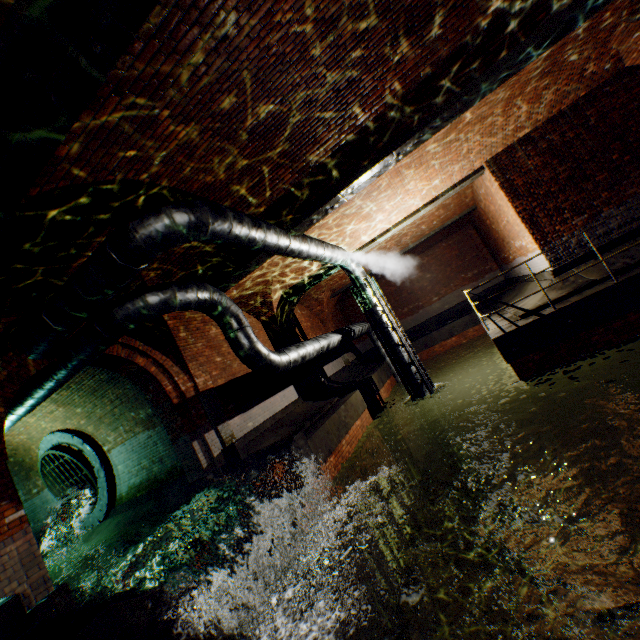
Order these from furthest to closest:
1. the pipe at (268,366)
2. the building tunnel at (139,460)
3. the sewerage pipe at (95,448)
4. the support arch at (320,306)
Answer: the support arch at (320,306) → the sewerage pipe at (95,448) → the building tunnel at (139,460) → the pipe at (268,366)

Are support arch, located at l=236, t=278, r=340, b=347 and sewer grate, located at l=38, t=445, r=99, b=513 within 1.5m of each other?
no

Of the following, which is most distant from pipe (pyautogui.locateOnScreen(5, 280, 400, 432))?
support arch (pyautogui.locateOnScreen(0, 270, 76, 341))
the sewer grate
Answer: the sewer grate

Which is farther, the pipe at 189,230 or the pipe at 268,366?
the pipe at 268,366

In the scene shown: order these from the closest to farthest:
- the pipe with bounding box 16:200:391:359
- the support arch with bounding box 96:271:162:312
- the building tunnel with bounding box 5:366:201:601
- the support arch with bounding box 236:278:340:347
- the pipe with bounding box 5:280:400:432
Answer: the pipe with bounding box 16:200:391:359
the pipe with bounding box 5:280:400:432
the support arch with bounding box 96:271:162:312
the building tunnel with bounding box 5:366:201:601
the support arch with bounding box 236:278:340:347

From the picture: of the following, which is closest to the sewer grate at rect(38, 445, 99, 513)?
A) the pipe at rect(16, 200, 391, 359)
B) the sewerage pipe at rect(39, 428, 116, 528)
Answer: the sewerage pipe at rect(39, 428, 116, 528)

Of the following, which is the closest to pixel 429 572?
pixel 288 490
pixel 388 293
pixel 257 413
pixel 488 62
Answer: pixel 288 490

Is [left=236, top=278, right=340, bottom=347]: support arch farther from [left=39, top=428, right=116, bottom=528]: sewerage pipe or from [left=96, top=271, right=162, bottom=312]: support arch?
[left=39, top=428, right=116, bottom=528]: sewerage pipe
